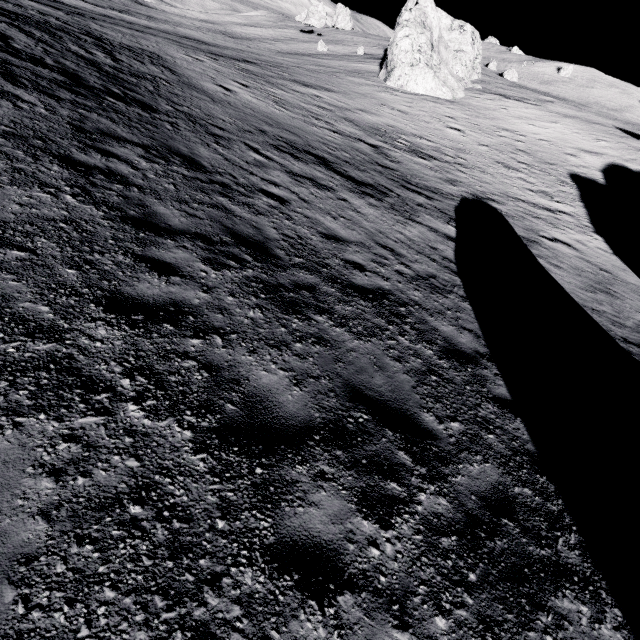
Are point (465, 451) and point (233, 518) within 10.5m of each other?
yes
